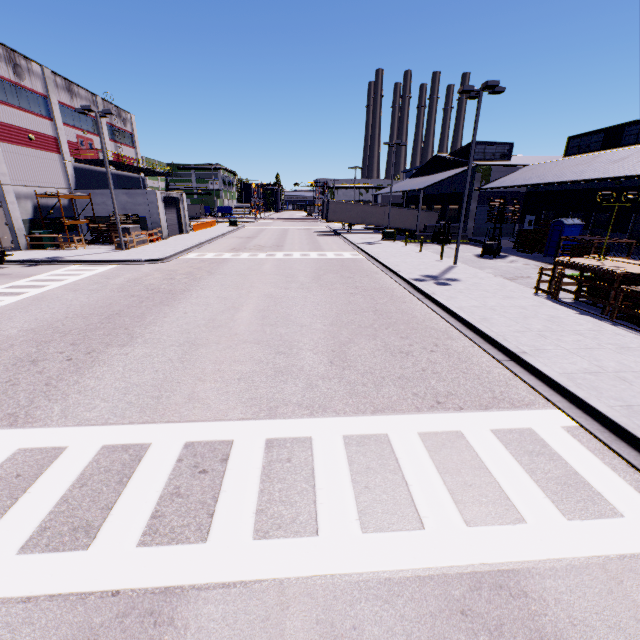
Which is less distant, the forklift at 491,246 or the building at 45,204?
the forklift at 491,246

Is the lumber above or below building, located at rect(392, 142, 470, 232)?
below

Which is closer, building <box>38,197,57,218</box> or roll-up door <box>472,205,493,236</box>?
building <box>38,197,57,218</box>

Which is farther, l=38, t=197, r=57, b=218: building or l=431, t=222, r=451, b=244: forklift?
l=431, t=222, r=451, b=244: forklift

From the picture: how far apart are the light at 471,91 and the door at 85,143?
35.7m

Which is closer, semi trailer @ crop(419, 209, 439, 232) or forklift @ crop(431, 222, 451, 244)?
forklift @ crop(431, 222, 451, 244)

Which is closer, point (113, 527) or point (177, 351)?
point (113, 527)

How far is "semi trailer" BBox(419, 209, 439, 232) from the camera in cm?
4388
